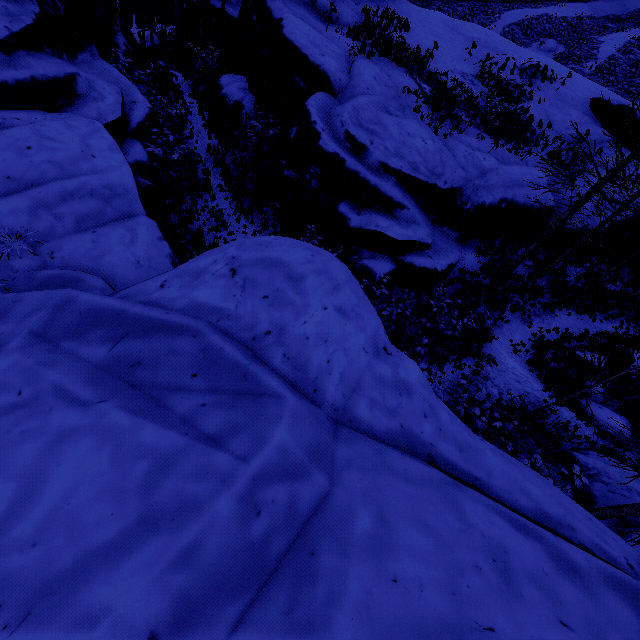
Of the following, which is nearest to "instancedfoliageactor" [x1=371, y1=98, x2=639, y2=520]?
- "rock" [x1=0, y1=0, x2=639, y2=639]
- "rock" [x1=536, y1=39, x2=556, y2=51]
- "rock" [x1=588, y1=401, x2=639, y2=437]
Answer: "rock" [x1=0, y1=0, x2=639, y2=639]

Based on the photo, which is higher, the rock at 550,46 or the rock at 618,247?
the rock at 550,46

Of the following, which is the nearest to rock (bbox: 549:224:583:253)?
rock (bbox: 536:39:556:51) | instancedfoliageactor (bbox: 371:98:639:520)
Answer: instancedfoliageactor (bbox: 371:98:639:520)

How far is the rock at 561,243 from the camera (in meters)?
14.72

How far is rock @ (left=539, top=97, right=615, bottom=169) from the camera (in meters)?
17.61

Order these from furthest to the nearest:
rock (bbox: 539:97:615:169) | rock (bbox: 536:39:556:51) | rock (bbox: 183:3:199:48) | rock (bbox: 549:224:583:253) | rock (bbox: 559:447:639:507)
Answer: rock (bbox: 536:39:556:51), rock (bbox: 183:3:199:48), rock (bbox: 539:97:615:169), rock (bbox: 549:224:583:253), rock (bbox: 559:447:639:507)

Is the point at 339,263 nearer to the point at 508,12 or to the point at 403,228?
the point at 403,228
